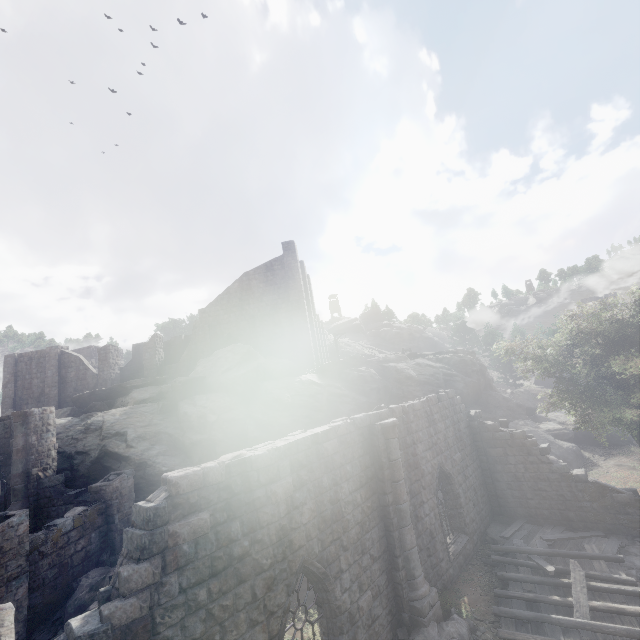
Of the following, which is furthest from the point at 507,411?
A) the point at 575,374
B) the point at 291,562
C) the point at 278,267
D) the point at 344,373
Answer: the point at 291,562

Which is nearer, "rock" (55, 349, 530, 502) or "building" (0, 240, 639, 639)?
"building" (0, 240, 639, 639)

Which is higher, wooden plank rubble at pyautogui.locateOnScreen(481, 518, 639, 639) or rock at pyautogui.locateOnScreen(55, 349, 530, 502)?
rock at pyautogui.locateOnScreen(55, 349, 530, 502)

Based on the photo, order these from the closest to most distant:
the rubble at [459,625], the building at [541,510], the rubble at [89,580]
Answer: the building at [541,510]
the rubble at [459,625]
the rubble at [89,580]

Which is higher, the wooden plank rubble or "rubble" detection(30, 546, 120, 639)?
"rubble" detection(30, 546, 120, 639)

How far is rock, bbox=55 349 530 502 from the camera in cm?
1906

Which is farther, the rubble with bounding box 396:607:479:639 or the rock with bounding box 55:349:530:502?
the rock with bounding box 55:349:530:502

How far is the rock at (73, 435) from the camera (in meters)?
19.06
